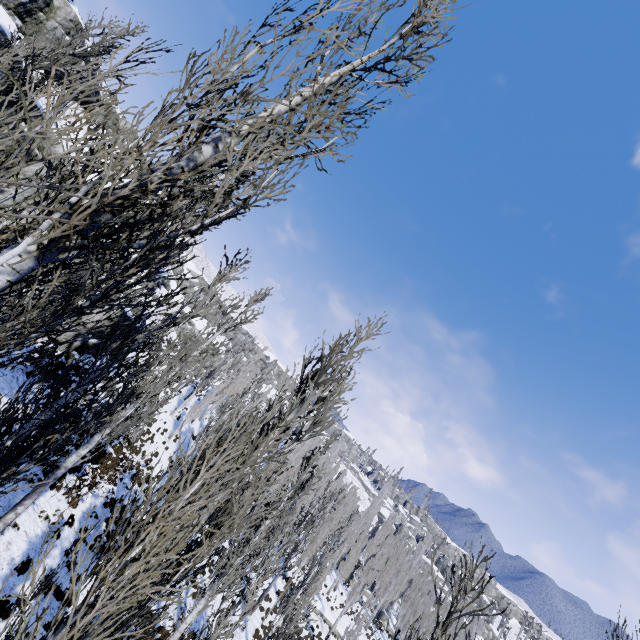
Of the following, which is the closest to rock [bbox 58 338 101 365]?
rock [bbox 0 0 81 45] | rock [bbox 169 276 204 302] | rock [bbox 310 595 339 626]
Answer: rock [bbox 169 276 204 302]

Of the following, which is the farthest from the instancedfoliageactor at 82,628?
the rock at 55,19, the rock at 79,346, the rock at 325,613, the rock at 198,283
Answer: the rock at 198,283

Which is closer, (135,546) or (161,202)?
(135,546)

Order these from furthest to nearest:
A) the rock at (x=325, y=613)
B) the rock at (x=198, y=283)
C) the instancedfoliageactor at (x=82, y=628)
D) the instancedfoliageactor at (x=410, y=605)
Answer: the rock at (x=198, y=283), the rock at (x=325, y=613), the instancedfoliageactor at (x=410, y=605), the instancedfoliageactor at (x=82, y=628)

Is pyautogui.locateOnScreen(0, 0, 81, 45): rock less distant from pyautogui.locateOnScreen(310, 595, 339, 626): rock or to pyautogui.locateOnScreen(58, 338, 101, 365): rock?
pyautogui.locateOnScreen(58, 338, 101, 365): rock

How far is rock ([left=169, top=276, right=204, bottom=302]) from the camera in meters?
50.5 m

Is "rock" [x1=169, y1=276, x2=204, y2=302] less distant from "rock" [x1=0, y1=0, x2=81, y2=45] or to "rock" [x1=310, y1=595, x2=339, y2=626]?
"rock" [x1=0, y1=0, x2=81, y2=45]

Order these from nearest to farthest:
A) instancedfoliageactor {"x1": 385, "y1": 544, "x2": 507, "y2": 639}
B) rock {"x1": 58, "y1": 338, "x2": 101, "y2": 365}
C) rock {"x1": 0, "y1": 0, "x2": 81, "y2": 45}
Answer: instancedfoliageactor {"x1": 385, "y1": 544, "x2": 507, "y2": 639} < rock {"x1": 0, "y1": 0, "x2": 81, "y2": 45} < rock {"x1": 58, "y1": 338, "x2": 101, "y2": 365}
